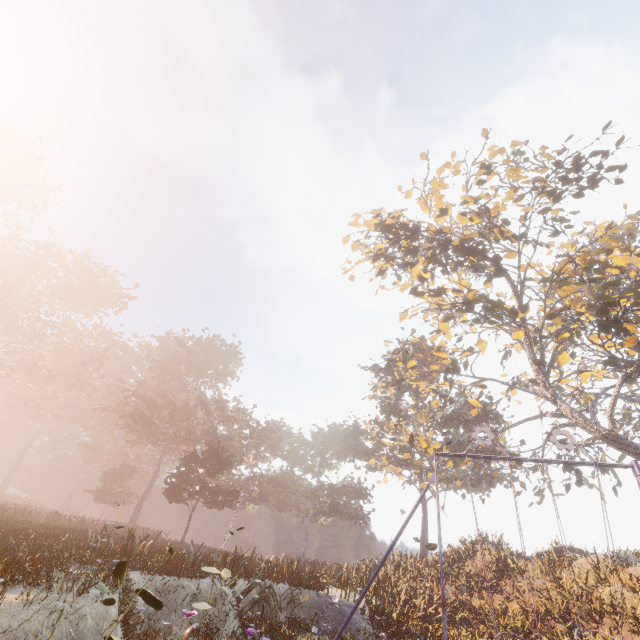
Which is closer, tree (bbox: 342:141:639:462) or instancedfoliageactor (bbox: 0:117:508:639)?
instancedfoliageactor (bbox: 0:117:508:639)

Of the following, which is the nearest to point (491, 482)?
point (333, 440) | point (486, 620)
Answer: point (333, 440)

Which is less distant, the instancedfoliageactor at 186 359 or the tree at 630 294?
the instancedfoliageactor at 186 359
